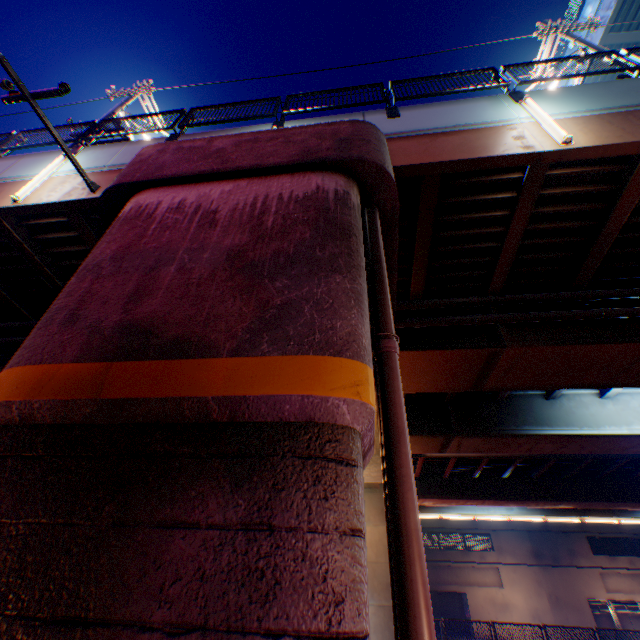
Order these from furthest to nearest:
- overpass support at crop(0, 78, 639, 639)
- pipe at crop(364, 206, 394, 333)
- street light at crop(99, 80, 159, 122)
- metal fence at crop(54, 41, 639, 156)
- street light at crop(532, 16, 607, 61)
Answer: street light at crop(99, 80, 159, 122) → street light at crop(532, 16, 607, 61) → metal fence at crop(54, 41, 639, 156) → pipe at crop(364, 206, 394, 333) → overpass support at crop(0, 78, 639, 639)

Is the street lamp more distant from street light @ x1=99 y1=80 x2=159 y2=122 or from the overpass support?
street light @ x1=99 y1=80 x2=159 y2=122

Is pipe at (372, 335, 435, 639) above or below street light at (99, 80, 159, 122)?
below

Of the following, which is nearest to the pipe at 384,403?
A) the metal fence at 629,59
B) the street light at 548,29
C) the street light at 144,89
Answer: the metal fence at 629,59

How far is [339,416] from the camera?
2.2 meters

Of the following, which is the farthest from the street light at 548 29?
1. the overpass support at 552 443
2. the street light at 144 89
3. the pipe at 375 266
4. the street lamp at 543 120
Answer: the street light at 144 89

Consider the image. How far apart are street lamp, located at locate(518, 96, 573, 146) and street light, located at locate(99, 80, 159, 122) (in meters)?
11.69

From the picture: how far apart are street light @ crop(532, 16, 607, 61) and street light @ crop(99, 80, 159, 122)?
14.1m
